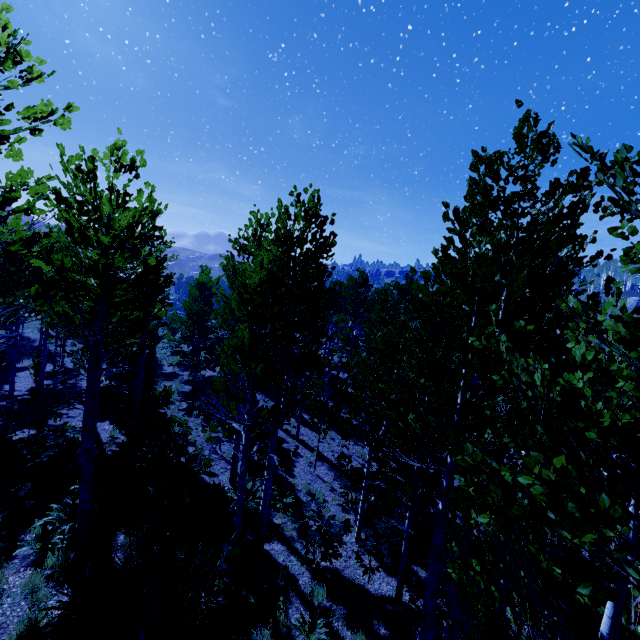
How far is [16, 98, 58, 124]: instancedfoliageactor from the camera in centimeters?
337cm

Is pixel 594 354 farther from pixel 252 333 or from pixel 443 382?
pixel 252 333

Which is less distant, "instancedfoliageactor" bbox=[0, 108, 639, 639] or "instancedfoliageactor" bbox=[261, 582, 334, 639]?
"instancedfoliageactor" bbox=[0, 108, 639, 639]

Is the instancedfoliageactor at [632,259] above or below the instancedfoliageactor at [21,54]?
below

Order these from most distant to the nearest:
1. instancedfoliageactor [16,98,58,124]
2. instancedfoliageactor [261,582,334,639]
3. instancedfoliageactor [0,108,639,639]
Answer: instancedfoliageactor [261,582,334,639] → instancedfoliageactor [16,98,58,124] → instancedfoliageactor [0,108,639,639]

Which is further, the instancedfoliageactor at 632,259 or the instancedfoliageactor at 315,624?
the instancedfoliageactor at 315,624
